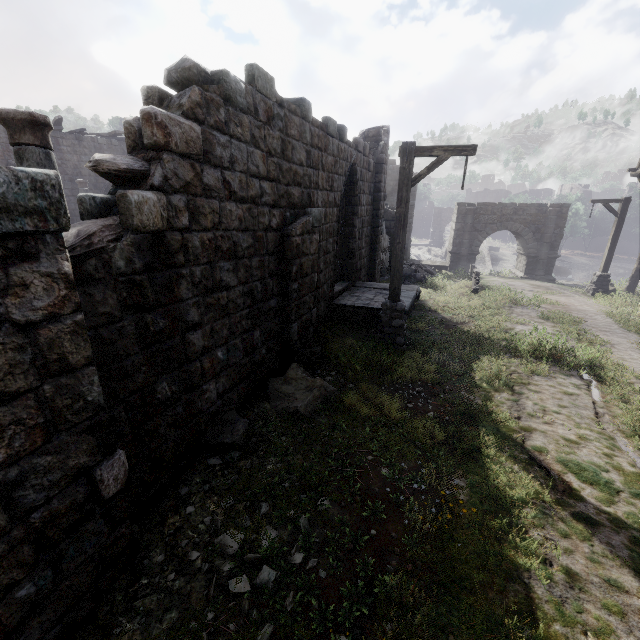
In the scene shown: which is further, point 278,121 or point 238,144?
point 278,121

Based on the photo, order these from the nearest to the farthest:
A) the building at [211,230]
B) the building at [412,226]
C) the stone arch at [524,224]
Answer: the building at [211,230]
the stone arch at [524,224]
the building at [412,226]

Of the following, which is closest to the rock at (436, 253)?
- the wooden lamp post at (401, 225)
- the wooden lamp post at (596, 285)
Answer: the wooden lamp post at (596, 285)

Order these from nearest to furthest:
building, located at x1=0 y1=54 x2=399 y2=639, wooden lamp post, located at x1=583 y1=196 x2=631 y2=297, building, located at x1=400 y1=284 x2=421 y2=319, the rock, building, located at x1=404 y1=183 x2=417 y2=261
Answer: building, located at x1=0 y1=54 x2=399 y2=639 → building, located at x1=400 y1=284 x2=421 y2=319 → wooden lamp post, located at x1=583 y1=196 x2=631 y2=297 → building, located at x1=404 y1=183 x2=417 y2=261 → the rock

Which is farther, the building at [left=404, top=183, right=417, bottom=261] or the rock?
the rock

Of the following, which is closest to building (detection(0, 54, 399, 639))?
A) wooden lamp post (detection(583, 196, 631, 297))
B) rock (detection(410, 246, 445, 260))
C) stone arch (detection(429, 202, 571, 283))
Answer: stone arch (detection(429, 202, 571, 283))

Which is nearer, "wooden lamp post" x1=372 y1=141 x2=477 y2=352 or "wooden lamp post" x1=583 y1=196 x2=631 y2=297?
"wooden lamp post" x1=372 y1=141 x2=477 y2=352

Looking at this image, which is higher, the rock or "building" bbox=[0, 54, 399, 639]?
"building" bbox=[0, 54, 399, 639]
